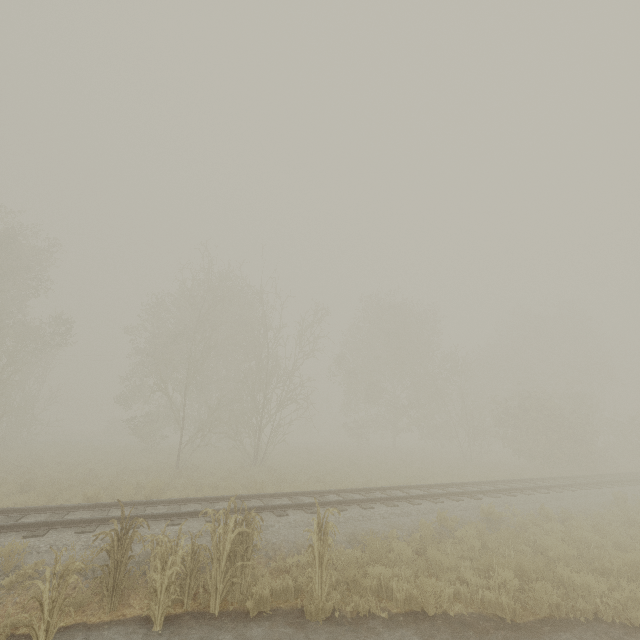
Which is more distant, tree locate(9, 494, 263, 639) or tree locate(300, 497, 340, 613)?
tree locate(300, 497, 340, 613)

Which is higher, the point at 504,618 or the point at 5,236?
the point at 5,236

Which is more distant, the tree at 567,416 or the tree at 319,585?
the tree at 567,416

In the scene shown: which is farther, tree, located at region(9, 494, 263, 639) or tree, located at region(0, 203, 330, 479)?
tree, located at region(0, 203, 330, 479)

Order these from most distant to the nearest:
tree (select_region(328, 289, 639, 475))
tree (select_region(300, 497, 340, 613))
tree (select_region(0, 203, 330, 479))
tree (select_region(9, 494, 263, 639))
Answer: tree (select_region(328, 289, 639, 475)), tree (select_region(0, 203, 330, 479)), tree (select_region(300, 497, 340, 613)), tree (select_region(9, 494, 263, 639))

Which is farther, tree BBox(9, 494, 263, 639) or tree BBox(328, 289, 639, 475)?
tree BBox(328, 289, 639, 475)

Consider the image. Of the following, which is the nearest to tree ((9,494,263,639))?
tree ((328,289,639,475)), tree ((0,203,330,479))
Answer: tree ((0,203,330,479))

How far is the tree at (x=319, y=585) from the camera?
6.1 meters
